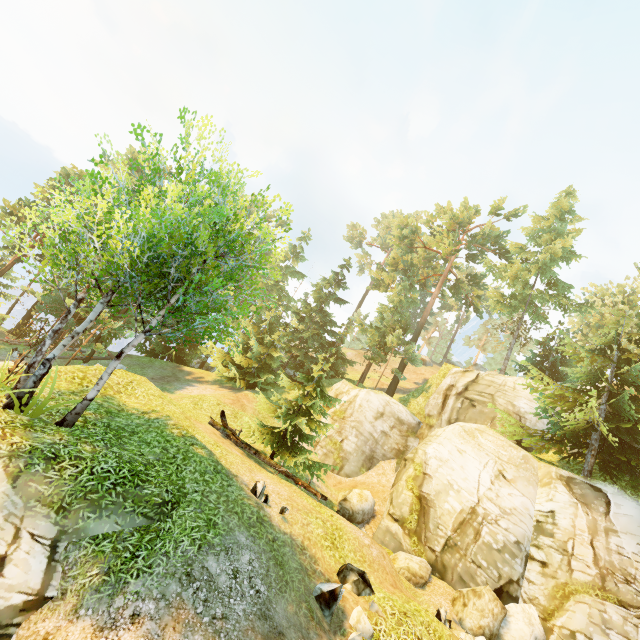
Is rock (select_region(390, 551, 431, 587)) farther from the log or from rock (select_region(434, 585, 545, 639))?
the log

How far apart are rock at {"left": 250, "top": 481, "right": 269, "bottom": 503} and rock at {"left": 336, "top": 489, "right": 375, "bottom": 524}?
8.6 meters

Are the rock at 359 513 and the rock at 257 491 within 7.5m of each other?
no

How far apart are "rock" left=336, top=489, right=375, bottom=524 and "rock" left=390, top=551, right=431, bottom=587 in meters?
2.7

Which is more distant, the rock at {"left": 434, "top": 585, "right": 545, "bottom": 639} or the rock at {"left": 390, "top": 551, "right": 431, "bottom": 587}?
the rock at {"left": 390, "top": 551, "right": 431, "bottom": 587}

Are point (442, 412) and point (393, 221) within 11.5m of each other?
no

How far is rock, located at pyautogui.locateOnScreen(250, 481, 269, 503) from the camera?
9.59m

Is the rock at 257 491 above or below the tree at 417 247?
below
